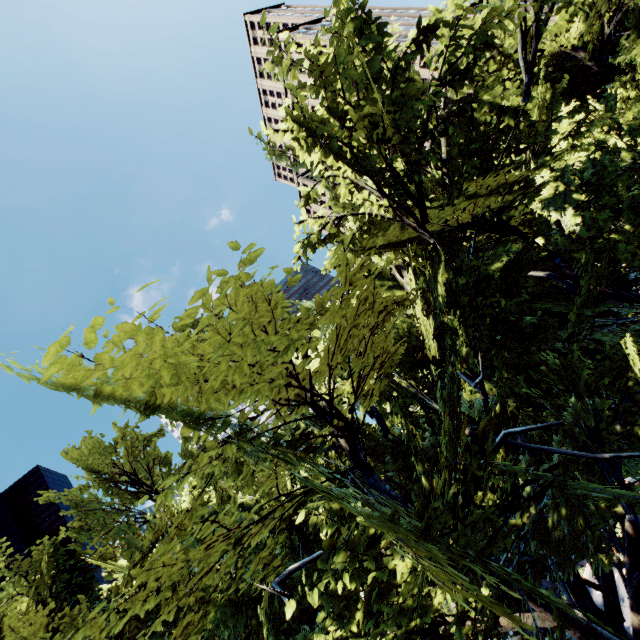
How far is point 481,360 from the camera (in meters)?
3.72

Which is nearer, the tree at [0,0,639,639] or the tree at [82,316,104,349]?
the tree at [82,316,104,349]

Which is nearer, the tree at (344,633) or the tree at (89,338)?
the tree at (89,338)

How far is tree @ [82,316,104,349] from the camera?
2.4m

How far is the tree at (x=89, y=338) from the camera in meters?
2.4 m
